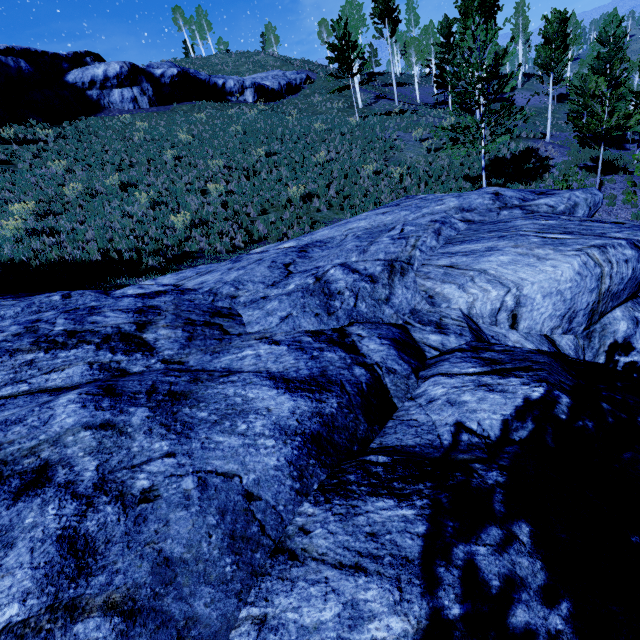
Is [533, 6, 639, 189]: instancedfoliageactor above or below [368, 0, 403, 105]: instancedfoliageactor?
below

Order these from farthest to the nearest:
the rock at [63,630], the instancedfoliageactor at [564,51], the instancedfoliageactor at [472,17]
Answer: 1. the instancedfoliageactor at [564,51]
2. the instancedfoliageactor at [472,17]
3. the rock at [63,630]

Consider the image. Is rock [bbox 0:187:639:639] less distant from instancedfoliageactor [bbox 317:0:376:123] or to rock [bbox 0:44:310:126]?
instancedfoliageactor [bbox 317:0:376:123]

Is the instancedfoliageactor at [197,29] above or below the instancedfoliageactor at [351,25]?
above

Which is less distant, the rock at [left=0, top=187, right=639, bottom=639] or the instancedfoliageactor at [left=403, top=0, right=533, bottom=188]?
the rock at [left=0, top=187, right=639, bottom=639]

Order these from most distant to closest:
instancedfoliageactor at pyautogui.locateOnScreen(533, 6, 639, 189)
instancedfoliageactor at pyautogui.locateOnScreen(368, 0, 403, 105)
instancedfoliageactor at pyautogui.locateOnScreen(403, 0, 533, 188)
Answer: instancedfoliageactor at pyautogui.locateOnScreen(368, 0, 403, 105), instancedfoliageactor at pyautogui.locateOnScreen(533, 6, 639, 189), instancedfoliageactor at pyautogui.locateOnScreen(403, 0, 533, 188)

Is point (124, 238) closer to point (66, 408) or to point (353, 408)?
point (66, 408)
